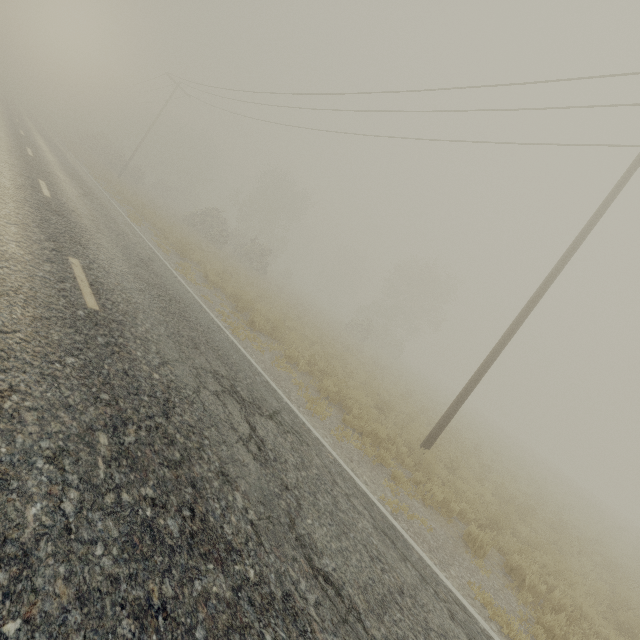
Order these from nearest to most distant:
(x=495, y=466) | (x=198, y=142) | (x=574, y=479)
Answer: (x=495, y=466), (x=198, y=142), (x=574, y=479)
